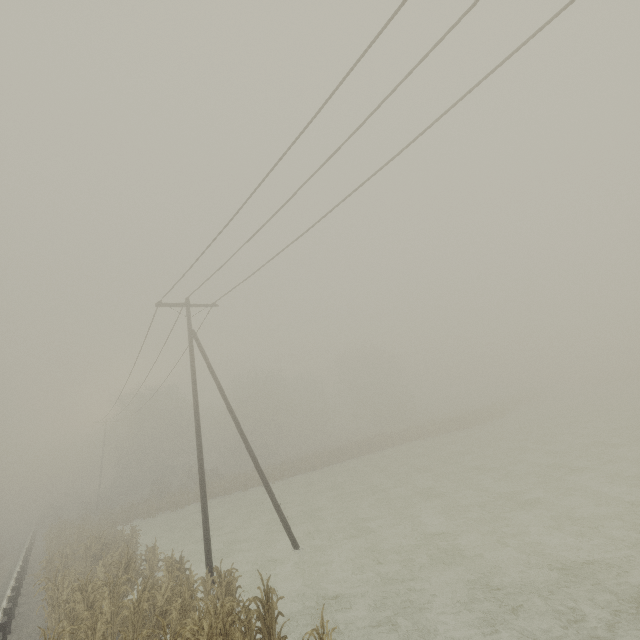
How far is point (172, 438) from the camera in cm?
5153
